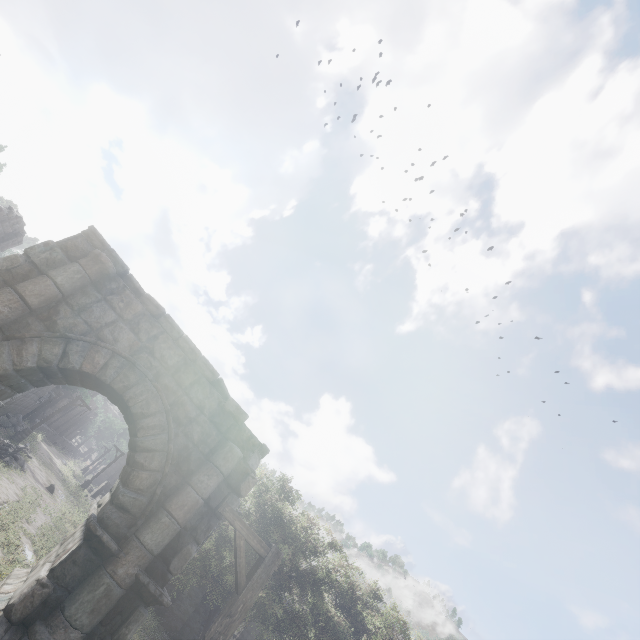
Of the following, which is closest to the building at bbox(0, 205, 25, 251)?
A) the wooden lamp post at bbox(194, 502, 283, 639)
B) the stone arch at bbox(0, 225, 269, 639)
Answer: the stone arch at bbox(0, 225, 269, 639)

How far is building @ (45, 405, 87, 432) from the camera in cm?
5153

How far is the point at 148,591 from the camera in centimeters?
631cm

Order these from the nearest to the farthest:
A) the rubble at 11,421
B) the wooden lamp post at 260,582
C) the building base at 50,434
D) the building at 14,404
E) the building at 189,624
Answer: the wooden lamp post at 260,582, the building at 189,624, the building at 14,404, the rubble at 11,421, the building base at 50,434

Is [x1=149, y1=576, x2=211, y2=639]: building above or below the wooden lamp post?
below

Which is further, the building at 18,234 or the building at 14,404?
the building at 14,404

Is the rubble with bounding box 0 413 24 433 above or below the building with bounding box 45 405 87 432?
below
